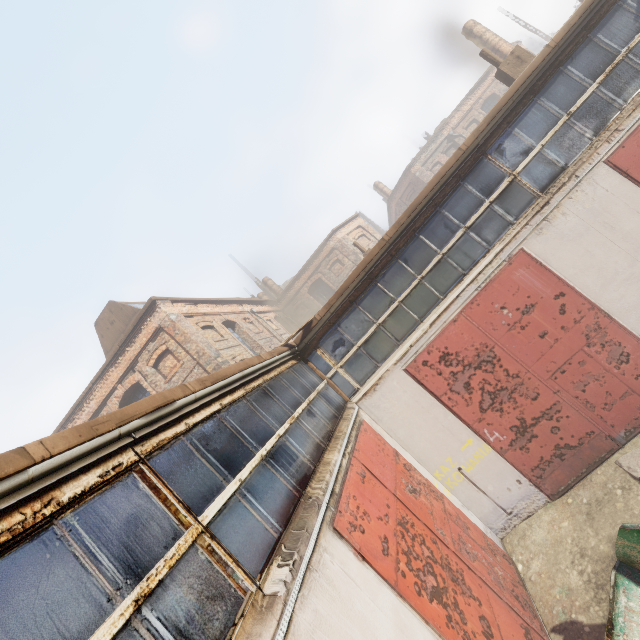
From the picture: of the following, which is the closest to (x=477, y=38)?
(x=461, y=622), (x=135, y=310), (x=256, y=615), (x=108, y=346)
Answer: (x=135, y=310)

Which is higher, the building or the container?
the building

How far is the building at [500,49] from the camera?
17.72m

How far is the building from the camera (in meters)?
17.72

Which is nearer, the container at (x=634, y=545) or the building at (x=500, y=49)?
the container at (x=634, y=545)

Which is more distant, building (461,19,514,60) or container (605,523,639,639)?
building (461,19,514,60)
